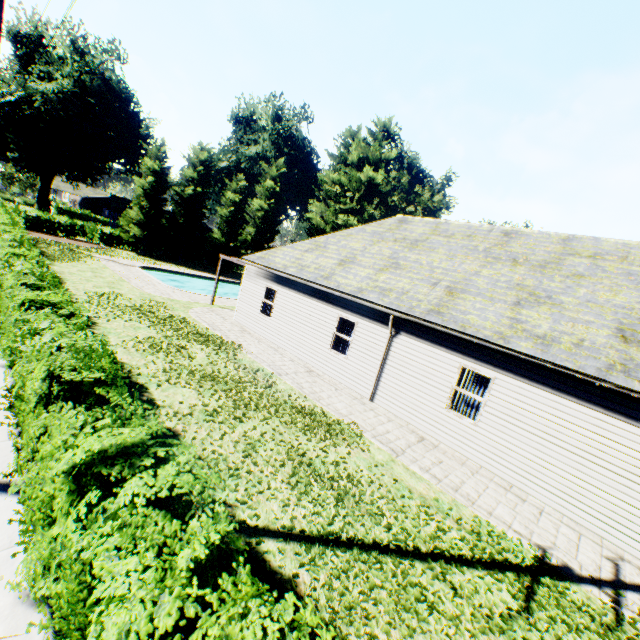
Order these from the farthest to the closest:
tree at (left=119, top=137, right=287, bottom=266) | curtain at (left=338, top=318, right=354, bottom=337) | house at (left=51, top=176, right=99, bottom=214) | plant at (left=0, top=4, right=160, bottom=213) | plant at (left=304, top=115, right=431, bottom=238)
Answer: house at (left=51, top=176, right=99, bottom=214), plant at (left=304, top=115, right=431, bottom=238), plant at (left=0, top=4, right=160, bottom=213), tree at (left=119, top=137, right=287, bottom=266), curtain at (left=338, top=318, right=354, bottom=337)

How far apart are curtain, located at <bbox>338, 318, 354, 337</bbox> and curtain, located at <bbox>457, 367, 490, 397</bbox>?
4.05m

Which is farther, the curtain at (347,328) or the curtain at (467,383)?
the curtain at (347,328)

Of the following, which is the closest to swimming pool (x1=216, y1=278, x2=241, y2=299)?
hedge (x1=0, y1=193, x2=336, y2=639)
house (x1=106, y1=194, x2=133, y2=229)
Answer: hedge (x1=0, y1=193, x2=336, y2=639)

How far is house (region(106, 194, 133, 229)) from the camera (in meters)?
41.79

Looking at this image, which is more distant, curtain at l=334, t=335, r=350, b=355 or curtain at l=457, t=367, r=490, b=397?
curtain at l=334, t=335, r=350, b=355

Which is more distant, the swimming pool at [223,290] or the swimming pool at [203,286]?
the swimming pool at [223,290]

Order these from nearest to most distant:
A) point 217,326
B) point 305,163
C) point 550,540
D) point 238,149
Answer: point 550,540 < point 217,326 < point 238,149 < point 305,163
